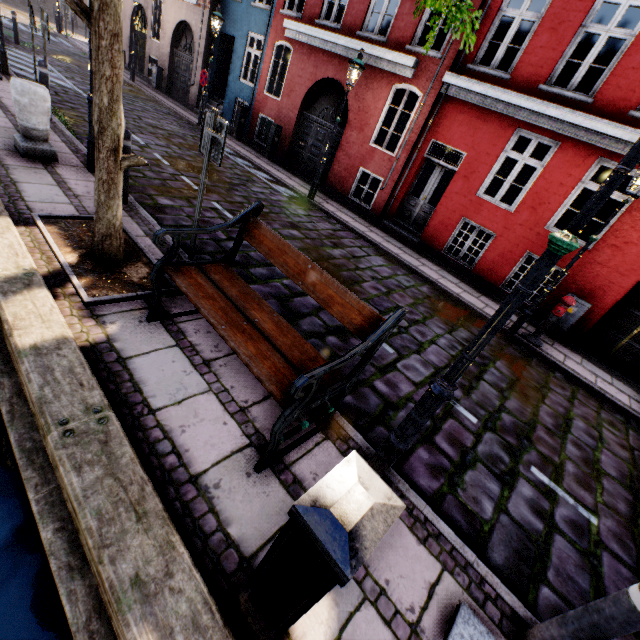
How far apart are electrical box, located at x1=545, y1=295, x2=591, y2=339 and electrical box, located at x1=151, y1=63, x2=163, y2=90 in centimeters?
2145cm

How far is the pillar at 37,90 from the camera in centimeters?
503cm

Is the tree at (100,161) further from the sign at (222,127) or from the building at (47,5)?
the building at (47,5)

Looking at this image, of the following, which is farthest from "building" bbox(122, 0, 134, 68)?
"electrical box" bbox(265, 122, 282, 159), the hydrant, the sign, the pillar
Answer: the pillar

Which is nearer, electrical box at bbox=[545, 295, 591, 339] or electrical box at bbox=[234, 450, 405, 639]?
electrical box at bbox=[234, 450, 405, 639]

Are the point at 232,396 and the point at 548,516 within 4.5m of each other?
yes

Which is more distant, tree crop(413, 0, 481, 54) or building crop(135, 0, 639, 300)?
building crop(135, 0, 639, 300)

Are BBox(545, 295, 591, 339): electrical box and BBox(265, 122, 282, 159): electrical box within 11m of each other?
no
